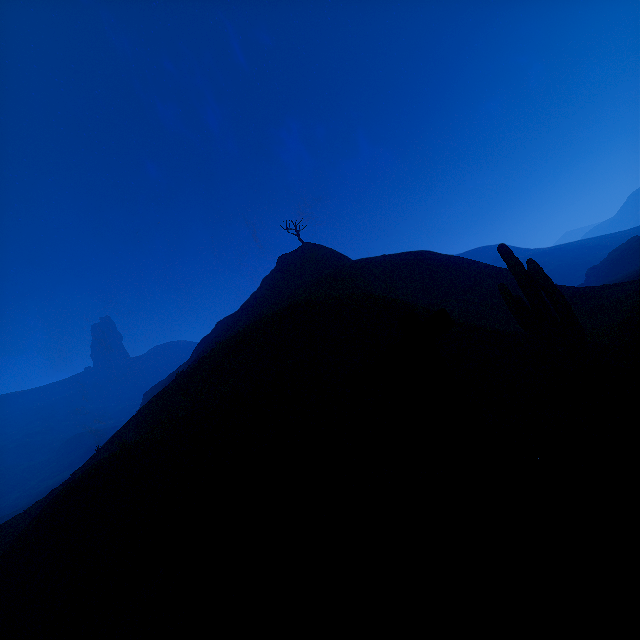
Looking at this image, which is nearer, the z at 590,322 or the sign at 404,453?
the sign at 404,453

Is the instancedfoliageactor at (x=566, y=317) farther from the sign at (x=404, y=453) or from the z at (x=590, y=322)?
the sign at (x=404, y=453)

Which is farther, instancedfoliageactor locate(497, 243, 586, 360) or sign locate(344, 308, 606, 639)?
instancedfoliageactor locate(497, 243, 586, 360)

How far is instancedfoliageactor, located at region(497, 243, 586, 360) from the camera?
9.3 meters

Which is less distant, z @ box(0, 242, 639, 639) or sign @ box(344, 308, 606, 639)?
sign @ box(344, 308, 606, 639)

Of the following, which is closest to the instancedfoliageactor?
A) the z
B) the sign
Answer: the z

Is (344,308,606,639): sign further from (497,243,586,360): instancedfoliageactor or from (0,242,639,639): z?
(497,243,586,360): instancedfoliageactor

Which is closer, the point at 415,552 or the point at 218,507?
the point at 415,552
